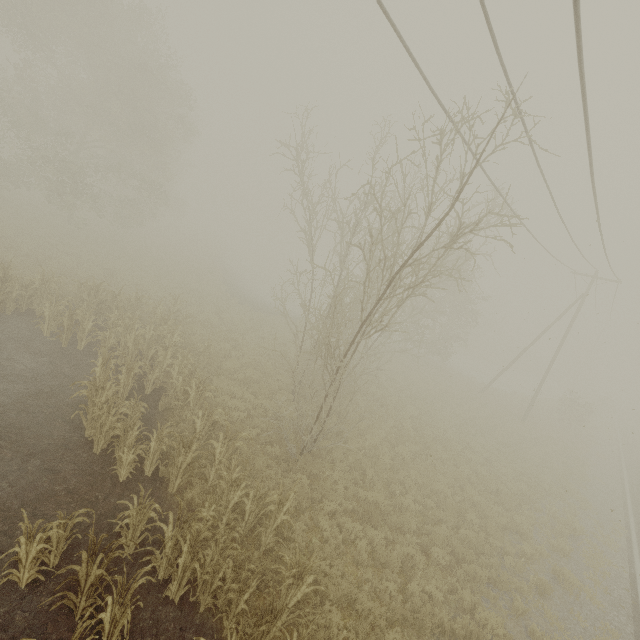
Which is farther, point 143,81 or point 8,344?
point 143,81
